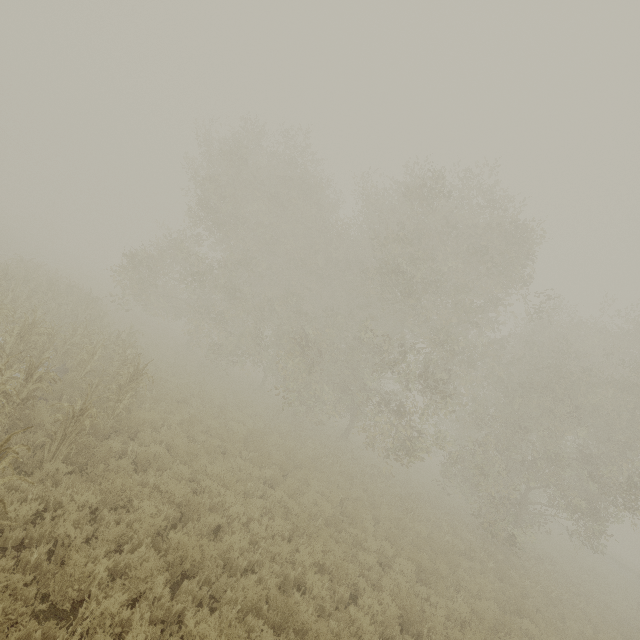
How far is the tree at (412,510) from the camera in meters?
12.3 m

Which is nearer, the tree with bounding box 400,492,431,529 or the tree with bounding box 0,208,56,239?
the tree with bounding box 400,492,431,529

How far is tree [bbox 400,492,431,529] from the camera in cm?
1230

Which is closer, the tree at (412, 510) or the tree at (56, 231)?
the tree at (412, 510)

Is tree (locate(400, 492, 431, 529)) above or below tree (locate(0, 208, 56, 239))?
below

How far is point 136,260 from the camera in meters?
20.1
